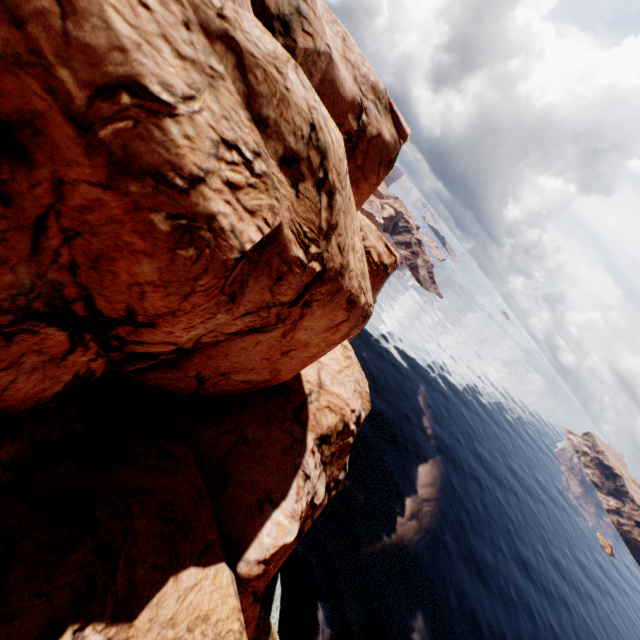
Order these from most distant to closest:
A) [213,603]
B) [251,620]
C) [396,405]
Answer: [396,405]
[251,620]
[213,603]
